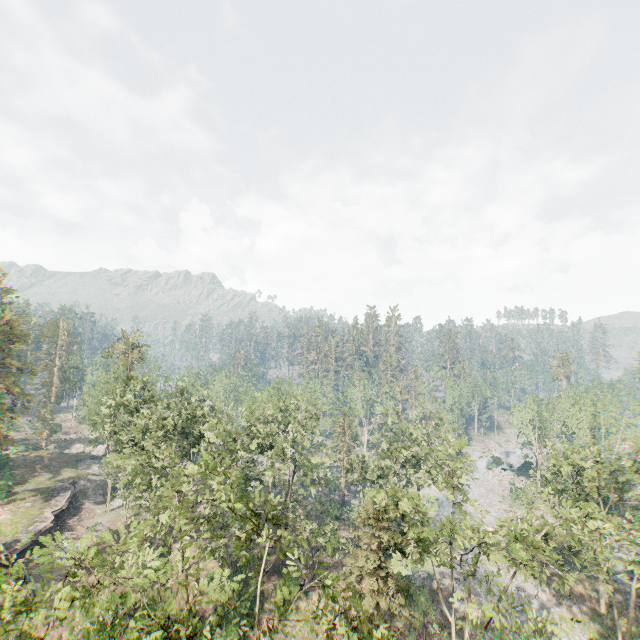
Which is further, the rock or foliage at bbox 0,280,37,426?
the rock

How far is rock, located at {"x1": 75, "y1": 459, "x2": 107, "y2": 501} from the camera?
46.9 meters

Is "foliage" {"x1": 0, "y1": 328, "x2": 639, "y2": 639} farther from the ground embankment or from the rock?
the ground embankment

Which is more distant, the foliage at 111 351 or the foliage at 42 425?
the foliage at 42 425

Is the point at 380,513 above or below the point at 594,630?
above

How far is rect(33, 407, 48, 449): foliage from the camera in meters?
59.0 m

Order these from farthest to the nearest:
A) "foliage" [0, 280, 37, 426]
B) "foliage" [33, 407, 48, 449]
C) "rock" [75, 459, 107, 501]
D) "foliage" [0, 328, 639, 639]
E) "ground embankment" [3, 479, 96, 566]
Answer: "foliage" [33, 407, 48, 449] → "rock" [75, 459, 107, 501] → "foliage" [0, 280, 37, 426] → "ground embankment" [3, 479, 96, 566] → "foliage" [0, 328, 639, 639]

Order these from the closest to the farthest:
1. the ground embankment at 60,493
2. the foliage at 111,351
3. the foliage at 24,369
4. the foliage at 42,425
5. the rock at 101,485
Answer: the foliage at 111,351, the ground embankment at 60,493, the foliage at 24,369, the rock at 101,485, the foliage at 42,425
